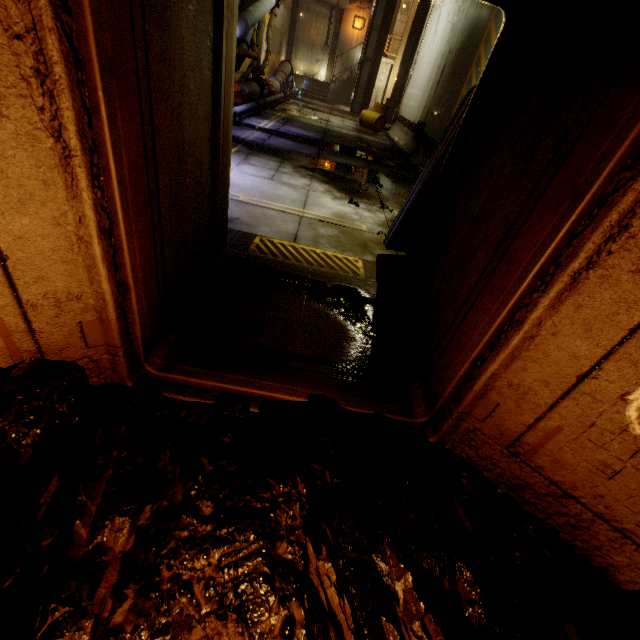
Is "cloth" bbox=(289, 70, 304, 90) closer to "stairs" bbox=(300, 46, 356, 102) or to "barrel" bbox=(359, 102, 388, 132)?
"stairs" bbox=(300, 46, 356, 102)

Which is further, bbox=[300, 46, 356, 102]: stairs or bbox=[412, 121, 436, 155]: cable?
bbox=[300, 46, 356, 102]: stairs

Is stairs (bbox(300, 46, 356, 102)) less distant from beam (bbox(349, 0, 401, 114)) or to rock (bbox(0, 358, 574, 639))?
beam (bbox(349, 0, 401, 114))

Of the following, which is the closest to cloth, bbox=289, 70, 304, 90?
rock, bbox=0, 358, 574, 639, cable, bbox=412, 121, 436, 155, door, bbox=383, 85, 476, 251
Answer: cable, bbox=412, 121, 436, 155

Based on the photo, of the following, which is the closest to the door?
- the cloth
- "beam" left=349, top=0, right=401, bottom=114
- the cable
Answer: the cable

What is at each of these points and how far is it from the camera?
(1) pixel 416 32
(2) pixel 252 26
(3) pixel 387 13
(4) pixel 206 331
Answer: (1) beam, 20.1 meters
(2) pipe, 11.5 meters
(3) beam, 19.6 meters
(4) rock, 2.5 meters

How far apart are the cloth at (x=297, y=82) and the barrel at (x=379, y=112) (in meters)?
10.19

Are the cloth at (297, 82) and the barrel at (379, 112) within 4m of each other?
no
